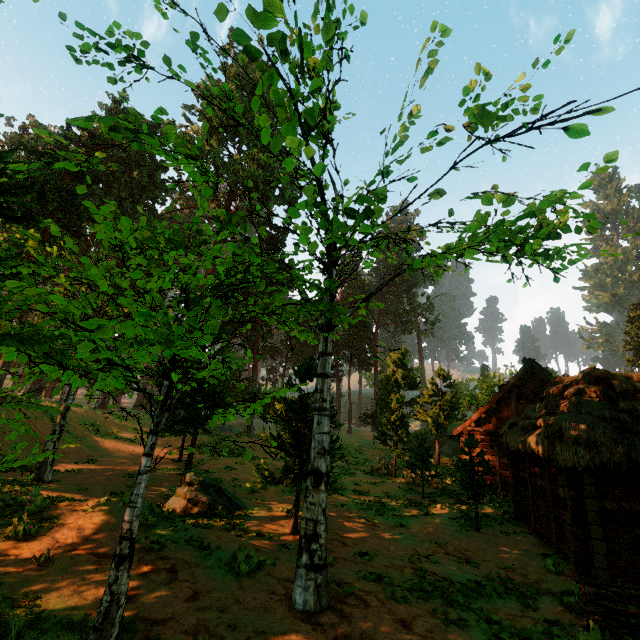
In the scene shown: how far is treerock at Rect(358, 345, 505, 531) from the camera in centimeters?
1370cm

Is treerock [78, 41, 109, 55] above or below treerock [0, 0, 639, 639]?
above

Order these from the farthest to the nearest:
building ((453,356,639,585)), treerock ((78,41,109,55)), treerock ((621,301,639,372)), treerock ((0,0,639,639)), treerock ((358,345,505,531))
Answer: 1. treerock ((621,301,639,372))
2. treerock ((358,345,505,531))
3. building ((453,356,639,585))
4. treerock ((78,41,109,55))
5. treerock ((0,0,639,639))

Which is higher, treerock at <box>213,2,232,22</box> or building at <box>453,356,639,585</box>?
treerock at <box>213,2,232,22</box>

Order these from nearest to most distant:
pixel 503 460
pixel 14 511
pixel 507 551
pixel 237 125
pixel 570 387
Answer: pixel 237 125 < pixel 14 511 < pixel 507 551 < pixel 570 387 < pixel 503 460

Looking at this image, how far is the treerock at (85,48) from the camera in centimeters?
605cm
